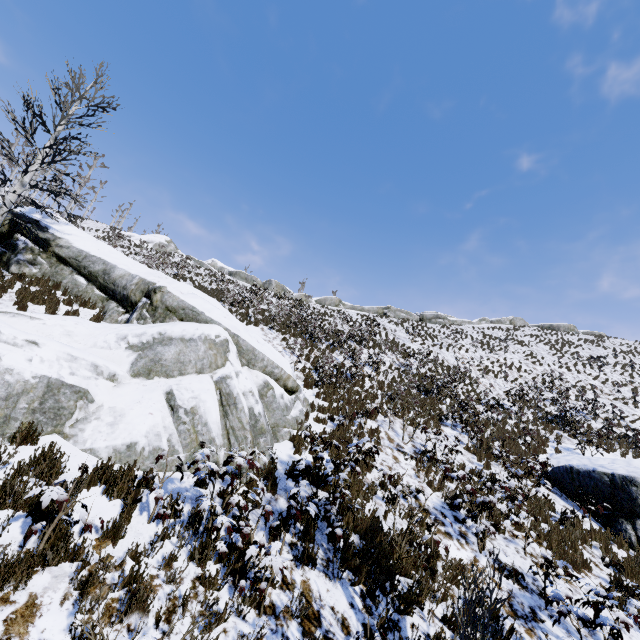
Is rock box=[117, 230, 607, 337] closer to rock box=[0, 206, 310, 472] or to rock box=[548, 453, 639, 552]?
rock box=[0, 206, 310, 472]

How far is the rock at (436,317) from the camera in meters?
38.4

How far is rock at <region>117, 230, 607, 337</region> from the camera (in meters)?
38.41

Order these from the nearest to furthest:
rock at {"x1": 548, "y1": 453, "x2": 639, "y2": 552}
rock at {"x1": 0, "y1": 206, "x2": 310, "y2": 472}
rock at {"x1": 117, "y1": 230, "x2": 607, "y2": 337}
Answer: rock at {"x1": 0, "y1": 206, "x2": 310, "y2": 472}, rock at {"x1": 548, "y1": 453, "x2": 639, "y2": 552}, rock at {"x1": 117, "y1": 230, "x2": 607, "y2": 337}

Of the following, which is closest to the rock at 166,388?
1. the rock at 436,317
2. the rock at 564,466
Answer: the rock at 564,466

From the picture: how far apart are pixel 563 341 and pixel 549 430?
24.6m

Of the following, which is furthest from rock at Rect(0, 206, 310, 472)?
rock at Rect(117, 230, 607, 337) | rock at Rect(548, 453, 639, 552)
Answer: rock at Rect(117, 230, 607, 337)
